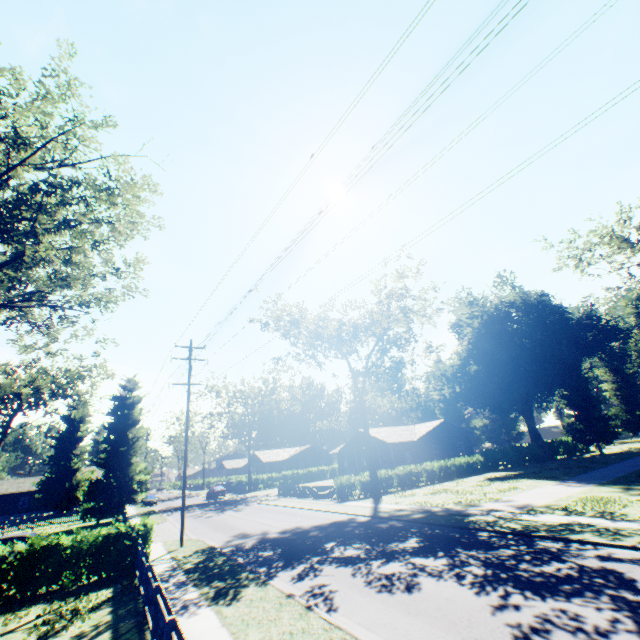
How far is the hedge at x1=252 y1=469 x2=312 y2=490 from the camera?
55.19m

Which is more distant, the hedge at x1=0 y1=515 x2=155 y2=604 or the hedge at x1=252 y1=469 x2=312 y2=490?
the hedge at x1=252 y1=469 x2=312 y2=490

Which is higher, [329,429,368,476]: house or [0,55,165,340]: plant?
[0,55,165,340]: plant

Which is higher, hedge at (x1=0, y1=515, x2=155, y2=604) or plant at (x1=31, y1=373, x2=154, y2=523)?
plant at (x1=31, y1=373, x2=154, y2=523)

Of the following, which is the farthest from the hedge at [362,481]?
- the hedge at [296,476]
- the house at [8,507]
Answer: the house at [8,507]

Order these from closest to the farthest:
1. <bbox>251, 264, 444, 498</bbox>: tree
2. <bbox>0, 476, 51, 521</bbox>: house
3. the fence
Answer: the fence < <bbox>251, 264, 444, 498</bbox>: tree < <bbox>0, 476, 51, 521</bbox>: house

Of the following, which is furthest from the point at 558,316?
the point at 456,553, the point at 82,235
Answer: the point at 82,235

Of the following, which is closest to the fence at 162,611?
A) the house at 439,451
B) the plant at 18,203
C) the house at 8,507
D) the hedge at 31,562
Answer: the hedge at 31,562
